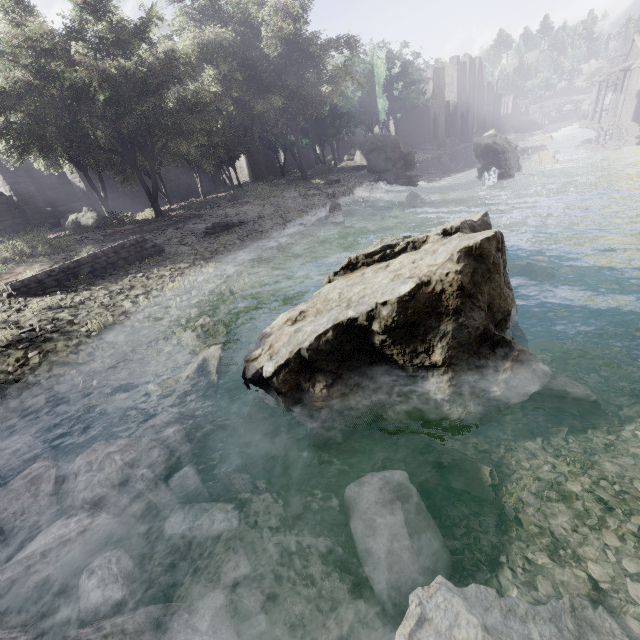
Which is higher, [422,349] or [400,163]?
[422,349]

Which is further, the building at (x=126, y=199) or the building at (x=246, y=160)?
the building at (x=246, y=160)

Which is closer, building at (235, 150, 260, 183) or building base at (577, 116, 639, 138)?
building base at (577, 116, 639, 138)

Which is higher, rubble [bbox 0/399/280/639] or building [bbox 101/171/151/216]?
building [bbox 101/171/151/216]

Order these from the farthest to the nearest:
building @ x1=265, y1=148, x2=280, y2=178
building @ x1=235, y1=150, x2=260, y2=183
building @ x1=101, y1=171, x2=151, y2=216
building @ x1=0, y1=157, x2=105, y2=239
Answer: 1. building @ x1=265, y1=148, x2=280, y2=178
2. building @ x1=235, y1=150, x2=260, y2=183
3. building @ x1=101, y1=171, x2=151, y2=216
4. building @ x1=0, y1=157, x2=105, y2=239

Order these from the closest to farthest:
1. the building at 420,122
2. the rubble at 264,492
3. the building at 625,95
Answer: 1. the rubble at 264,492
2. the building at 625,95
3. the building at 420,122

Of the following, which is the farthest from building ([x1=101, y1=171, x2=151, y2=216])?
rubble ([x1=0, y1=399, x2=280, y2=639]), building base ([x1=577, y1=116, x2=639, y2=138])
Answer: rubble ([x1=0, y1=399, x2=280, y2=639])
